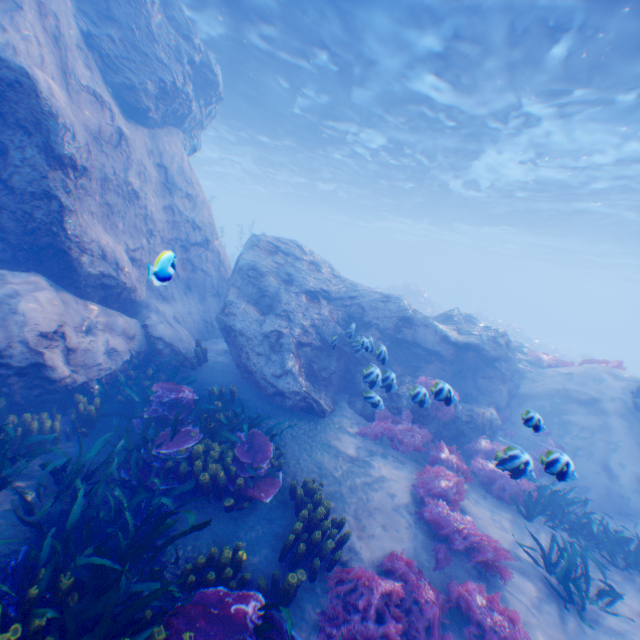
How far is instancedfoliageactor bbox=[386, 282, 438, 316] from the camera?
31.6 meters

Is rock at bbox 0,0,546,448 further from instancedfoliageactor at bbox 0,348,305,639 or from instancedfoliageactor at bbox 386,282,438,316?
instancedfoliageactor at bbox 386,282,438,316

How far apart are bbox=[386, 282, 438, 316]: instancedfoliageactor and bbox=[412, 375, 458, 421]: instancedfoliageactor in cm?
2582

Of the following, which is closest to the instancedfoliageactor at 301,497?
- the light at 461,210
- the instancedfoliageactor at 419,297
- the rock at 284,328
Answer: the rock at 284,328

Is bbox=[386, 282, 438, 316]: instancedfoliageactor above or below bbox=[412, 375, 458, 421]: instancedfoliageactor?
above

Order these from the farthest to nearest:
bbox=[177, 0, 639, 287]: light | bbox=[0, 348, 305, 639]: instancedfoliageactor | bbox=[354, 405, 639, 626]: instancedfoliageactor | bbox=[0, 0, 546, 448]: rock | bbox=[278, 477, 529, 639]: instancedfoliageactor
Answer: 1. bbox=[177, 0, 639, 287]: light
2. bbox=[0, 0, 546, 448]: rock
3. bbox=[354, 405, 639, 626]: instancedfoliageactor
4. bbox=[278, 477, 529, 639]: instancedfoliageactor
5. bbox=[0, 348, 305, 639]: instancedfoliageactor

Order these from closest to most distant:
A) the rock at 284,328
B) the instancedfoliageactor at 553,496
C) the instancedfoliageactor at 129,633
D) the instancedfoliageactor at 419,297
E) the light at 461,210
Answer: the instancedfoliageactor at 129,633 → the instancedfoliageactor at 553,496 → the rock at 284,328 → the light at 461,210 → the instancedfoliageactor at 419,297

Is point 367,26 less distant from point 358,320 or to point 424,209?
point 358,320
